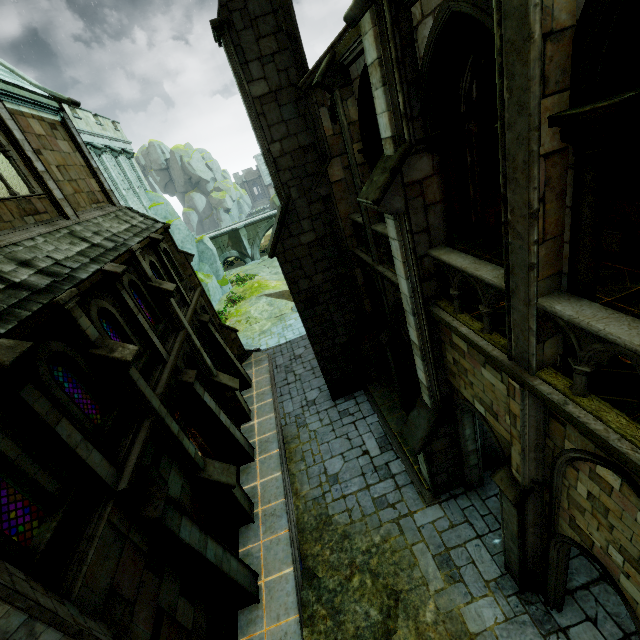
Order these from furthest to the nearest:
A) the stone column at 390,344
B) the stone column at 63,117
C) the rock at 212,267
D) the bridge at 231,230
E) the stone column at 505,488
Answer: the bridge at 231,230, the rock at 212,267, the stone column at 63,117, the stone column at 390,344, the stone column at 505,488

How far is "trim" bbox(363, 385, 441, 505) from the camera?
10.10m

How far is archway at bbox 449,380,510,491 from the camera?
6.7 meters

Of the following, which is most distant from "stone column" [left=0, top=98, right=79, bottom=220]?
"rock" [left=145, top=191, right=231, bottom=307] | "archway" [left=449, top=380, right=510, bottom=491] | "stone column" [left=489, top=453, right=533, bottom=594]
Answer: "rock" [left=145, top=191, right=231, bottom=307]

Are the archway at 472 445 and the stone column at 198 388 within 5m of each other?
no

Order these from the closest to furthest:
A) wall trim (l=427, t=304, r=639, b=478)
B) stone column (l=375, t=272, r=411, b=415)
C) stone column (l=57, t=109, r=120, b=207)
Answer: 1. wall trim (l=427, t=304, r=639, b=478)
2. stone column (l=375, t=272, r=411, b=415)
3. stone column (l=57, t=109, r=120, b=207)

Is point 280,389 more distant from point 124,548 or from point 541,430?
point 541,430

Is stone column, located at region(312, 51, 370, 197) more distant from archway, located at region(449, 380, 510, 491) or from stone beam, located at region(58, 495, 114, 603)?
stone beam, located at region(58, 495, 114, 603)
